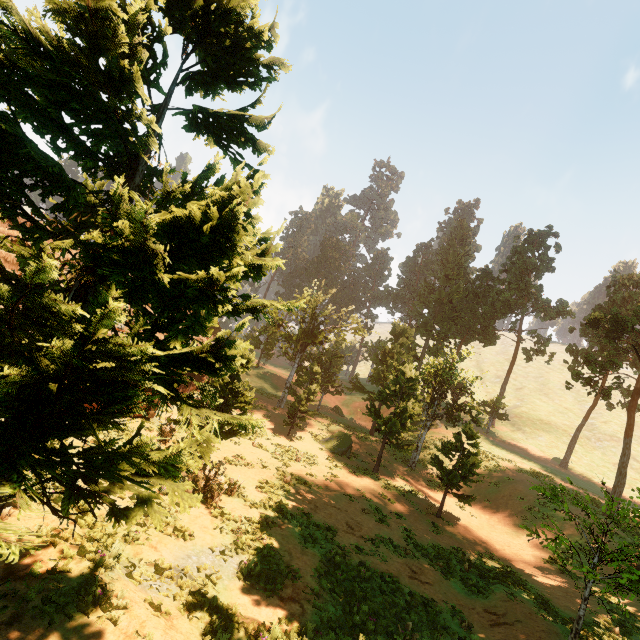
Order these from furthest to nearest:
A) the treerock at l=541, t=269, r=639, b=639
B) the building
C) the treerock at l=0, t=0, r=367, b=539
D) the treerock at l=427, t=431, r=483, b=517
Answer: the treerock at l=427, t=431, r=483, b=517
the building
the treerock at l=541, t=269, r=639, b=639
the treerock at l=0, t=0, r=367, b=539

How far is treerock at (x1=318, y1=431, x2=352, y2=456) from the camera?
26.48m

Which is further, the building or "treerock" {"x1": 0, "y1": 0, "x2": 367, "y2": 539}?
the building

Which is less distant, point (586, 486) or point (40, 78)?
point (40, 78)

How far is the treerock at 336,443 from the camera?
26.5m

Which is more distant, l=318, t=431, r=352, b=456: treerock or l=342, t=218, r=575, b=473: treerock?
l=318, t=431, r=352, b=456: treerock

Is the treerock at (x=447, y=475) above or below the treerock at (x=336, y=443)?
above
